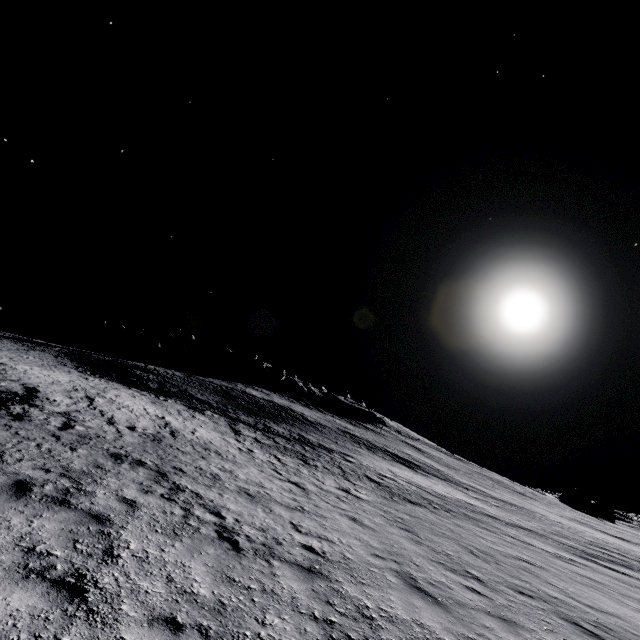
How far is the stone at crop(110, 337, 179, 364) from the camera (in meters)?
57.44

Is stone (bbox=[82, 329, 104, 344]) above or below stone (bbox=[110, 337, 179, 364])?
below

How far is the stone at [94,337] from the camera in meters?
58.0

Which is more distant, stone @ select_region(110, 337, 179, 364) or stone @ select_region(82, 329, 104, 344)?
stone @ select_region(82, 329, 104, 344)

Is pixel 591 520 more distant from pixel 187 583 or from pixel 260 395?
pixel 187 583

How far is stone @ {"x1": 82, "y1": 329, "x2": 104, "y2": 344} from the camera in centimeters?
5800cm

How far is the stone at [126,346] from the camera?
57.4m
